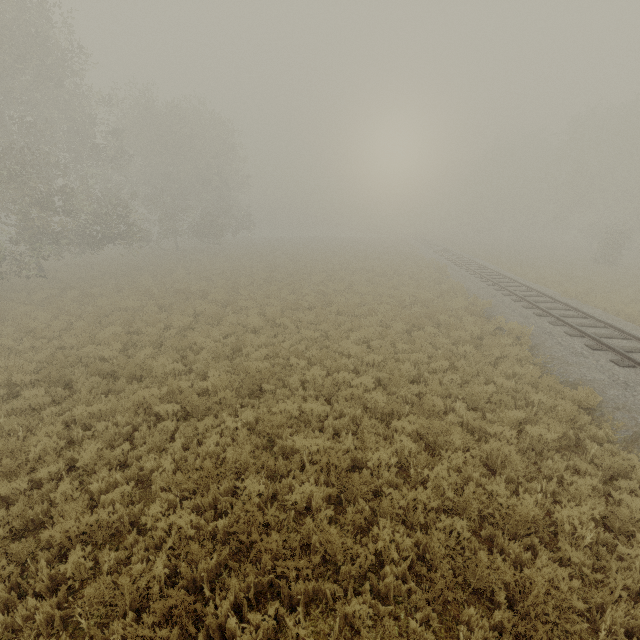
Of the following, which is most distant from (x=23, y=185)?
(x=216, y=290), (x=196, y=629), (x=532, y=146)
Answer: (x=532, y=146)
